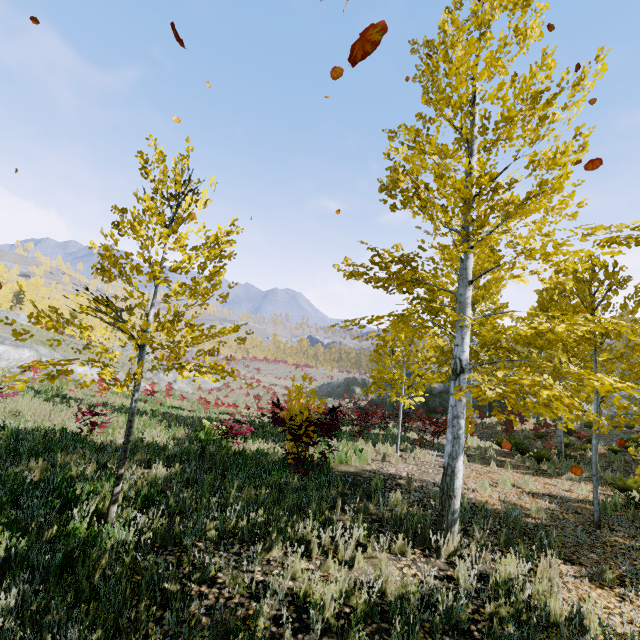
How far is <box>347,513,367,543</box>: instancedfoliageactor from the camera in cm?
482

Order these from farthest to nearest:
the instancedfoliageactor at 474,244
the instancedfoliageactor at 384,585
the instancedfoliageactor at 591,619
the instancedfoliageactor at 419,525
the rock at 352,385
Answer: the rock at 352,385 < the instancedfoliageactor at 419,525 < the instancedfoliageactor at 474,244 < the instancedfoliageactor at 384,585 < the instancedfoliageactor at 591,619

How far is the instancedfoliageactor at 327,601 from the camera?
3.4 meters

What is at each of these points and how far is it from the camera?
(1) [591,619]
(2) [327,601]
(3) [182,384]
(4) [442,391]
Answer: (1) instancedfoliageactor, 3.7 meters
(2) instancedfoliageactor, 3.6 meters
(3) rock, 34.8 meters
(4) rock, 29.9 meters

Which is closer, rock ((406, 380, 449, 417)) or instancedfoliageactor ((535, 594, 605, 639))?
instancedfoliageactor ((535, 594, 605, 639))

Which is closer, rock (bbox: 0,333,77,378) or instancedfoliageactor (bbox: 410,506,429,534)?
instancedfoliageactor (bbox: 410,506,429,534)

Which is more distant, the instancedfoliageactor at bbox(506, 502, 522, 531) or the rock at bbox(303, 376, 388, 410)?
the rock at bbox(303, 376, 388, 410)
